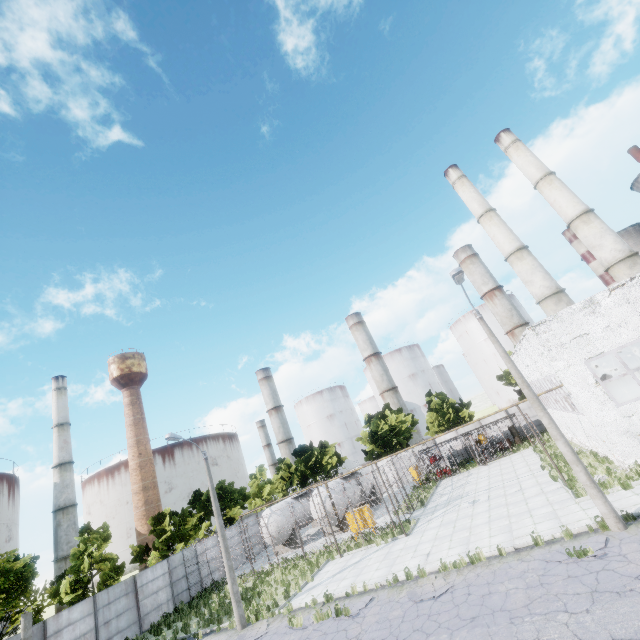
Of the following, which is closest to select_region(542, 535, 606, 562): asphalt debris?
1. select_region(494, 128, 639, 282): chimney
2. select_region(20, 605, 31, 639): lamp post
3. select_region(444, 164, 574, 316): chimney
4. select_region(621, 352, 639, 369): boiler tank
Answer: select_region(621, 352, 639, 369): boiler tank

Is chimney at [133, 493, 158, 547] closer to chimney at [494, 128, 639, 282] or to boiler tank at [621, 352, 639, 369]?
boiler tank at [621, 352, 639, 369]

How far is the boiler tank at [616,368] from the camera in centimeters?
2369cm

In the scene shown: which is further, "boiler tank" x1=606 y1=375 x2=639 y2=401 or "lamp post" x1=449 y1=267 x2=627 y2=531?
"boiler tank" x1=606 y1=375 x2=639 y2=401

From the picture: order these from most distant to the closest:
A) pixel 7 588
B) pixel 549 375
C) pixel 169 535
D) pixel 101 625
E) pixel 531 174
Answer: pixel 531 174 → pixel 169 535 → pixel 101 625 → pixel 549 375 → pixel 7 588

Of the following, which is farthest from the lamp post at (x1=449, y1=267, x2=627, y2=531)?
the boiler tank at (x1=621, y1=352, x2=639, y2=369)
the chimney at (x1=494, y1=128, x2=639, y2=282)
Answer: the chimney at (x1=494, y1=128, x2=639, y2=282)

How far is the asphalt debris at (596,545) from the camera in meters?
10.0

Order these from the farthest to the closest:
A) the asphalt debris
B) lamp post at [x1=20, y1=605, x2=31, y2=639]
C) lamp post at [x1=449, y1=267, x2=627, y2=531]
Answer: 1. lamp post at [x1=20, y1=605, x2=31, y2=639]
2. lamp post at [x1=449, y1=267, x2=627, y2=531]
3. the asphalt debris
